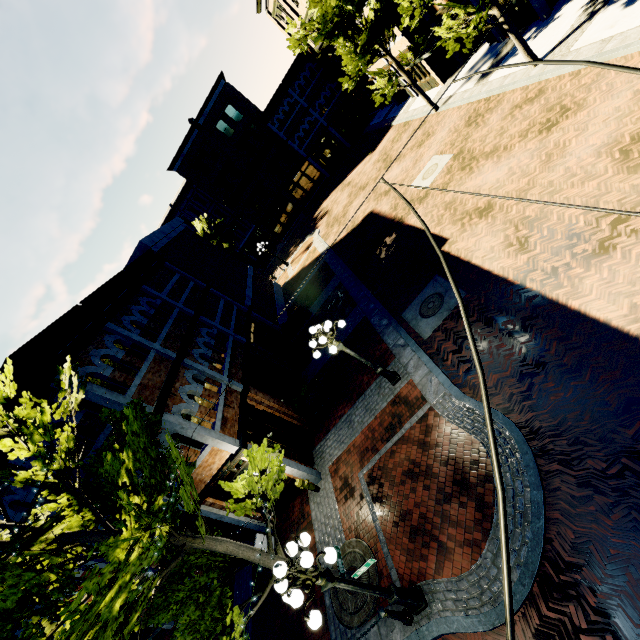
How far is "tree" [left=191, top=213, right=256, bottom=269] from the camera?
36.4 meters

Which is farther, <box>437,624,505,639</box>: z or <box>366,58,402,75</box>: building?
<box>366,58,402,75</box>: building

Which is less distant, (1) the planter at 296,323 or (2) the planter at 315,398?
(2) the planter at 315,398

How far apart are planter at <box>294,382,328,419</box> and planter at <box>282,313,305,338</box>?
6.90m

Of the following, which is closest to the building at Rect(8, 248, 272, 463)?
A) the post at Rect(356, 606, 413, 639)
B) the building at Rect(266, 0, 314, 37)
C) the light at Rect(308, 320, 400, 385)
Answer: the building at Rect(266, 0, 314, 37)

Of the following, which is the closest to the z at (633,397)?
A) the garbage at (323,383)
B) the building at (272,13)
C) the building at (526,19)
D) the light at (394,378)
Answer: the building at (526,19)

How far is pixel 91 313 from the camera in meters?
11.1

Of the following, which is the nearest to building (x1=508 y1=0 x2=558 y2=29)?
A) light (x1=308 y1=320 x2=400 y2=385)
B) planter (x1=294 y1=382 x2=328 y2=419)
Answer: light (x1=308 y1=320 x2=400 y2=385)
